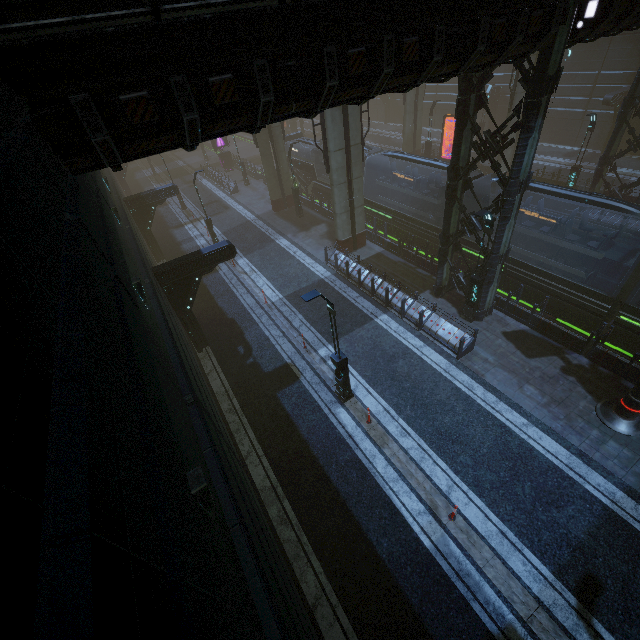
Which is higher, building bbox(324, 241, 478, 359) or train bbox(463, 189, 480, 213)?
train bbox(463, 189, 480, 213)

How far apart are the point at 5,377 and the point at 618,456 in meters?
14.7

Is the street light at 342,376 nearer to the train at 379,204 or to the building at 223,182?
the building at 223,182

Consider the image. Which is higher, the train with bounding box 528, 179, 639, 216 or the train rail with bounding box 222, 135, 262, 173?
the train with bounding box 528, 179, 639, 216

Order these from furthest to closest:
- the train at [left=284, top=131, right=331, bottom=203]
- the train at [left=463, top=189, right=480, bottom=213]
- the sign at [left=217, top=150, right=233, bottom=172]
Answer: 1. the sign at [left=217, top=150, right=233, bottom=172]
2. the train at [left=284, top=131, right=331, bottom=203]
3. the train at [left=463, top=189, right=480, bottom=213]

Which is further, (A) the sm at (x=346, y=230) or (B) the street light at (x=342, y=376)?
(A) the sm at (x=346, y=230)

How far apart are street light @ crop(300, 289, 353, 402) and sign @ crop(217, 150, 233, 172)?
37.4 meters

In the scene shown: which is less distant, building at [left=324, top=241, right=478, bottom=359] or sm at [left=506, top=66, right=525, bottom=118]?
building at [left=324, top=241, right=478, bottom=359]
